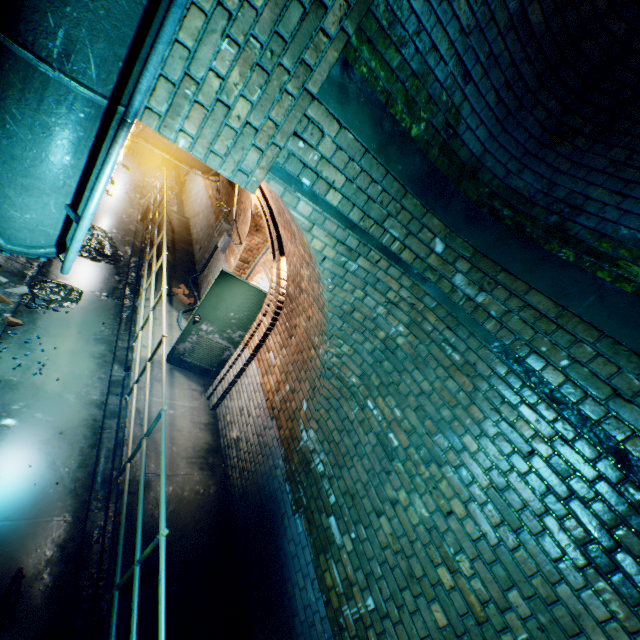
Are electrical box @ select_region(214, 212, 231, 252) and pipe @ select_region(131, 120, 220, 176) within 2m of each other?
yes

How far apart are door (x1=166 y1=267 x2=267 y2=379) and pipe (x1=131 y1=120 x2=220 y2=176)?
3.0m

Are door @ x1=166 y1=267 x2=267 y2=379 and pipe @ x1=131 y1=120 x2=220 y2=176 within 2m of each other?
no

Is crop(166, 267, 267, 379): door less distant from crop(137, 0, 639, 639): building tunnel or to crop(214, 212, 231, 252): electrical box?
crop(137, 0, 639, 639): building tunnel

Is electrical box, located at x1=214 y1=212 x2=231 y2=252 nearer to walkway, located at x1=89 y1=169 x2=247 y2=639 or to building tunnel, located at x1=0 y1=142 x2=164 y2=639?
building tunnel, located at x1=0 y1=142 x2=164 y2=639

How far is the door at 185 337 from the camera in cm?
524

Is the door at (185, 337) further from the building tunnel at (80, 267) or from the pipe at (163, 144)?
the pipe at (163, 144)

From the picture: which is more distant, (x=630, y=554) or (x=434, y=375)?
(x=434, y=375)
